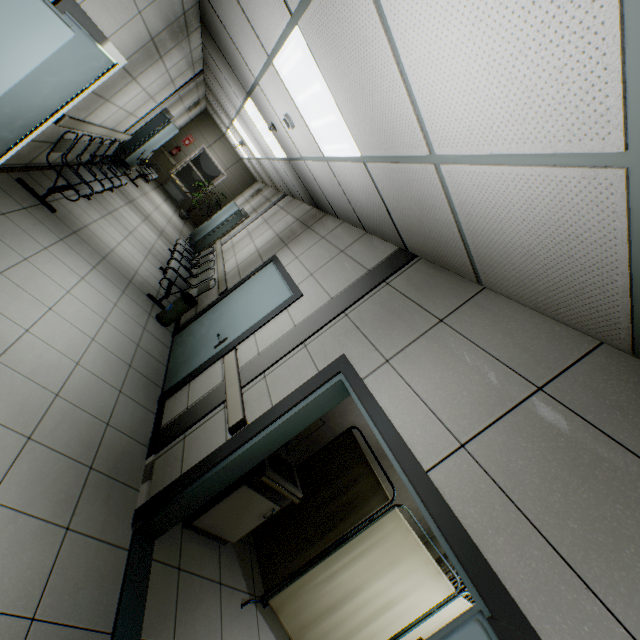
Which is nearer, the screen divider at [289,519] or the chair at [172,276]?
the screen divider at [289,519]

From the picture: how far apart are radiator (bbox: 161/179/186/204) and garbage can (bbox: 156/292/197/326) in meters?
9.2

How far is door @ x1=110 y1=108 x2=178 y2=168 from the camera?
8.7m

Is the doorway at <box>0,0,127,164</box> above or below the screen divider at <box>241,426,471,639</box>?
above

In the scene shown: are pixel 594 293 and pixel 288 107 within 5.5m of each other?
yes

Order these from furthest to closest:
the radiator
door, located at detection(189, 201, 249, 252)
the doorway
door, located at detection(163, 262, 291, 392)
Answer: the radiator
door, located at detection(189, 201, 249, 252)
door, located at detection(163, 262, 291, 392)
the doorway

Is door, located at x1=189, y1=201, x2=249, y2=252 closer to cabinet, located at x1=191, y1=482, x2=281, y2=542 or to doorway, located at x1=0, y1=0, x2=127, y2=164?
doorway, located at x1=0, y1=0, x2=127, y2=164

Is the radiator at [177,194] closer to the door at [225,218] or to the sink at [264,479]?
the door at [225,218]
